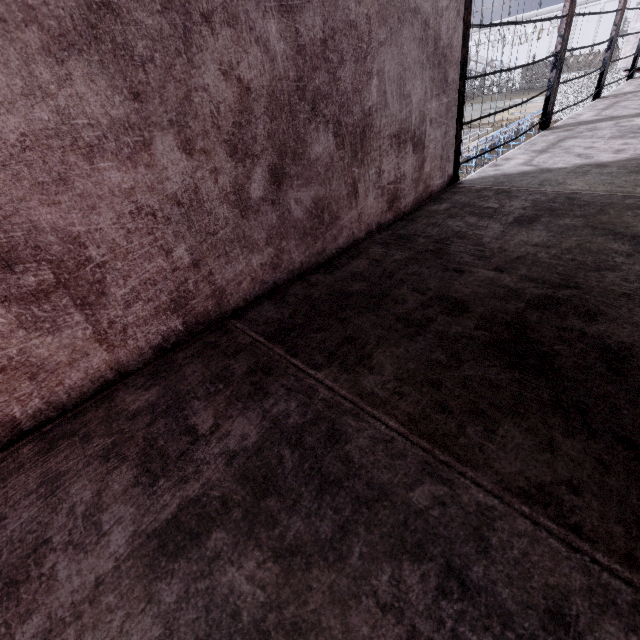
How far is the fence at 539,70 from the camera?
25.23m

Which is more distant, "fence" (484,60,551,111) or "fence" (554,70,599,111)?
"fence" (484,60,551,111)

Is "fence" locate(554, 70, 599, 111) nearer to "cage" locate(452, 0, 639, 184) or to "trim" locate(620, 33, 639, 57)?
"trim" locate(620, 33, 639, 57)

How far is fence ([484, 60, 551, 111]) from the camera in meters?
25.2

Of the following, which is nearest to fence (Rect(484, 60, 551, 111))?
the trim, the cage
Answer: the trim

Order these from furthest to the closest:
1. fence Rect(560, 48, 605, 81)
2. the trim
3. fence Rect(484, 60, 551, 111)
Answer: fence Rect(484, 60, 551, 111), fence Rect(560, 48, 605, 81), the trim

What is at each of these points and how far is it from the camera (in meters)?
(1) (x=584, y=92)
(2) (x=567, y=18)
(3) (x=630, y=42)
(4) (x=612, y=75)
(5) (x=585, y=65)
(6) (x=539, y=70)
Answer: (1) fence, 21.28
(2) cage, 2.86
(3) trim, 6.39
(4) fence, 20.06
(5) fence, 37.28
(6) fence, 40.25
